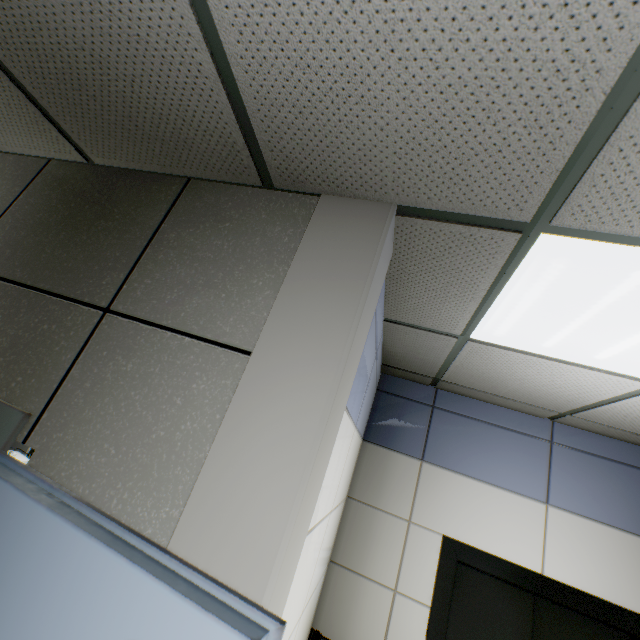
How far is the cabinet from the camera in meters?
4.6 m

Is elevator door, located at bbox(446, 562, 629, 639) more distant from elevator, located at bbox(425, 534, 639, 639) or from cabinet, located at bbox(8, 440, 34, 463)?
cabinet, located at bbox(8, 440, 34, 463)

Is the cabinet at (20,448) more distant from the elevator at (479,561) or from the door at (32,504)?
the elevator at (479,561)

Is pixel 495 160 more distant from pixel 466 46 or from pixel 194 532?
pixel 194 532

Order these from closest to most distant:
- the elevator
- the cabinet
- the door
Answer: the door → the elevator → the cabinet

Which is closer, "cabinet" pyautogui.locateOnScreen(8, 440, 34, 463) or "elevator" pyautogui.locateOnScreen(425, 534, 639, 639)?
"elevator" pyautogui.locateOnScreen(425, 534, 639, 639)

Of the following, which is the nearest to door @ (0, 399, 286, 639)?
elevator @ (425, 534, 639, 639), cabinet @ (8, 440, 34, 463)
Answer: elevator @ (425, 534, 639, 639)

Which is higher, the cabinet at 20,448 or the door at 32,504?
the door at 32,504
